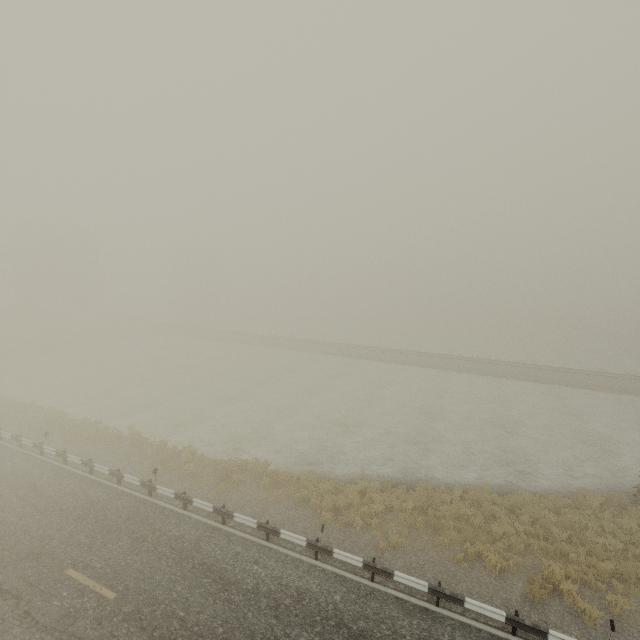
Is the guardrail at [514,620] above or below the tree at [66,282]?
below

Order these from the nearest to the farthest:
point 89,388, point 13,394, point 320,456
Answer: point 320,456
point 13,394
point 89,388

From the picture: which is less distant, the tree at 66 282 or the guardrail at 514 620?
the guardrail at 514 620

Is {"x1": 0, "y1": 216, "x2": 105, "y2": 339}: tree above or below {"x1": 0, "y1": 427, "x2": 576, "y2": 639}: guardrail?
above

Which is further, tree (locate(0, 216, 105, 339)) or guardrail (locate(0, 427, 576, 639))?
tree (locate(0, 216, 105, 339))
